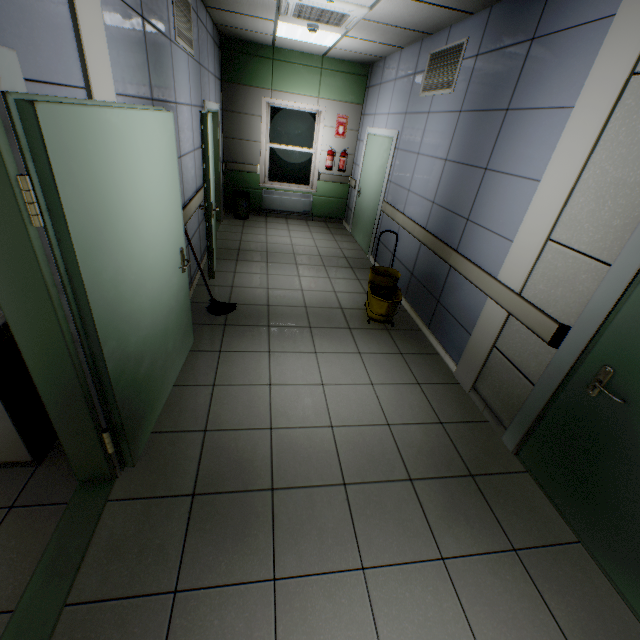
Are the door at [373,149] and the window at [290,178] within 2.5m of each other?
yes

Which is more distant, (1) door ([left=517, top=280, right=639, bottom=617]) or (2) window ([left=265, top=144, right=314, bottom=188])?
(2) window ([left=265, top=144, right=314, bottom=188])

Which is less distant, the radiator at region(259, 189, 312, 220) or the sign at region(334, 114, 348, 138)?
the sign at region(334, 114, 348, 138)

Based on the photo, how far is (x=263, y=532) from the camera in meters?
1.9 m

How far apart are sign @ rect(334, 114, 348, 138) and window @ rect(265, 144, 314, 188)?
0.5 meters

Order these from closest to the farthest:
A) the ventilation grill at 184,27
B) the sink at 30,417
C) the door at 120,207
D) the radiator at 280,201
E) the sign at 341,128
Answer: the door at 120,207
the sink at 30,417
the ventilation grill at 184,27
the sign at 341,128
the radiator at 280,201

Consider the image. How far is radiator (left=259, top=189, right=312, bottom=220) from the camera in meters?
7.7

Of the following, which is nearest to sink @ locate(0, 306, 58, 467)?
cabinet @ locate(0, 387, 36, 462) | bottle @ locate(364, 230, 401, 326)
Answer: cabinet @ locate(0, 387, 36, 462)
